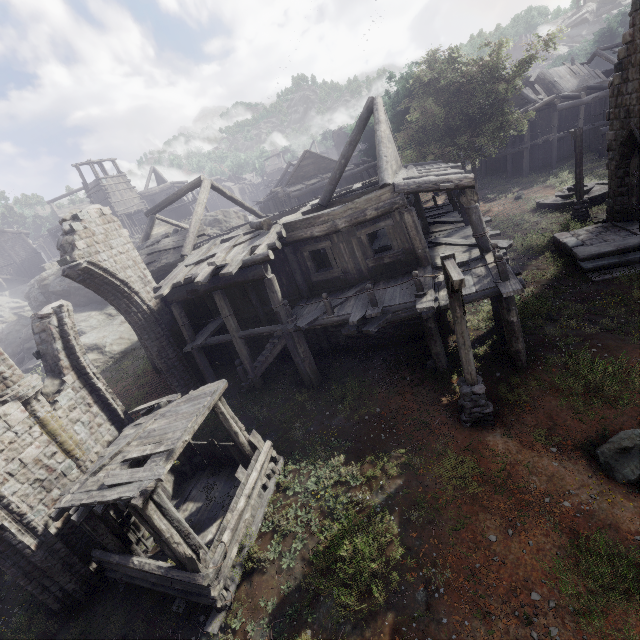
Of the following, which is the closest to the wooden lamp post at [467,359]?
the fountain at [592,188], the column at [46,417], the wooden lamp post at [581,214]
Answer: the column at [46,417]

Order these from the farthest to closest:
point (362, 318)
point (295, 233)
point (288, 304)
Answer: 1. point (295, 233)
2. point (288, 304)
3. point (362, 318)

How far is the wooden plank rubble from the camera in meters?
30.1 m

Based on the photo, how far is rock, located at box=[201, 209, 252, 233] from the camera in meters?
36.8

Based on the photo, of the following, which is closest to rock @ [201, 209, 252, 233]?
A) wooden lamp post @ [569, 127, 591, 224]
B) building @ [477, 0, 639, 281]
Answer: building @ [477, 0, 639, 281]

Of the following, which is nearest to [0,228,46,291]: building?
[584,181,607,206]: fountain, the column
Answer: the column

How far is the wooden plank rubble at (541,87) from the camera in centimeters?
3012cm

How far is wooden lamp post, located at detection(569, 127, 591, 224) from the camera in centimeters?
1627cm
